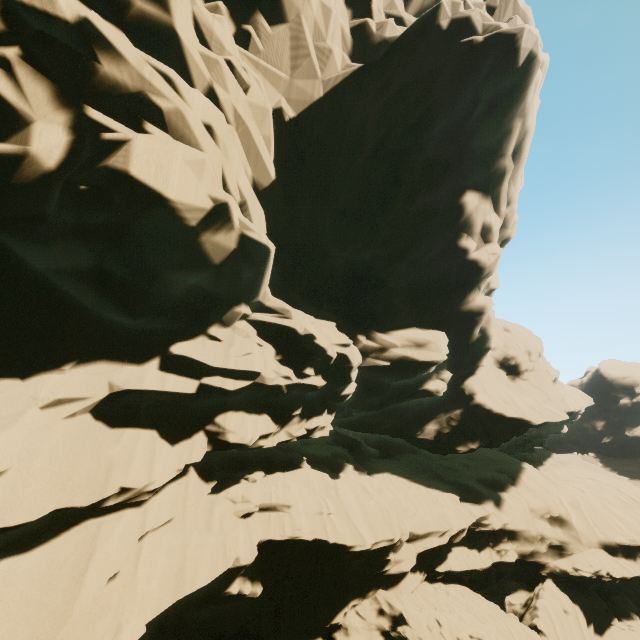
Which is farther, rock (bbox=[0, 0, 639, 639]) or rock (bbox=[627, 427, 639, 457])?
rock (bbox=[627, 427, 639, 457])

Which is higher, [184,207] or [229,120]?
[229,120]

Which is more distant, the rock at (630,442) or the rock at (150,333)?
the rock at (630,442)
